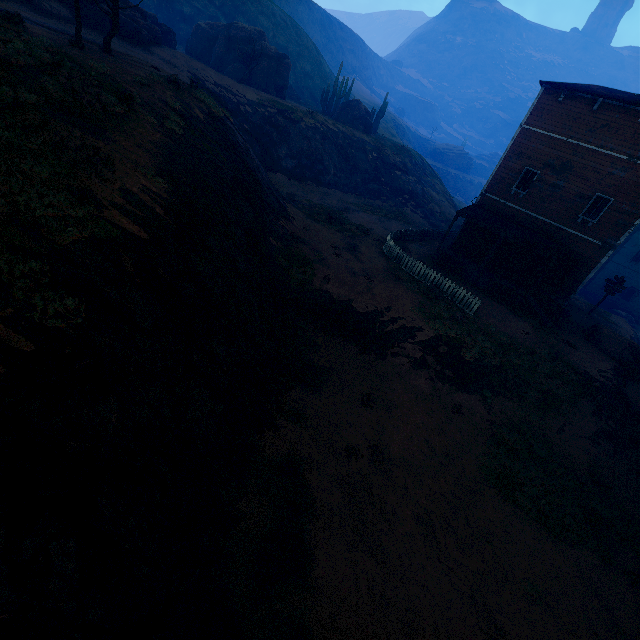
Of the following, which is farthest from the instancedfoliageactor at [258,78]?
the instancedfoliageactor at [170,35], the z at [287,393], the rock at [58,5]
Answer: the rock at [58,5]

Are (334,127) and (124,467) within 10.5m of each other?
no

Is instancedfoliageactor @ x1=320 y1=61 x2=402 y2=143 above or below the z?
above

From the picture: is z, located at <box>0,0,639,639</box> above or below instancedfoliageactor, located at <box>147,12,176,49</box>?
below

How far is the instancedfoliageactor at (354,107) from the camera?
40.5 meters

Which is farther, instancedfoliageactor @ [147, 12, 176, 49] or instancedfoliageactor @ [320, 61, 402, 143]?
instancedfoliageactor @ [320, 61, 402, 143]

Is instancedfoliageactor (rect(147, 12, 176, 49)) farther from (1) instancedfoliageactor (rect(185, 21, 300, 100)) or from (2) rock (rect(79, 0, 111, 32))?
(1) instancedfoliageactor (rect(185, 21, 300, 100))

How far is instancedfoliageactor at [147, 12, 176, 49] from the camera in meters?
29.4
